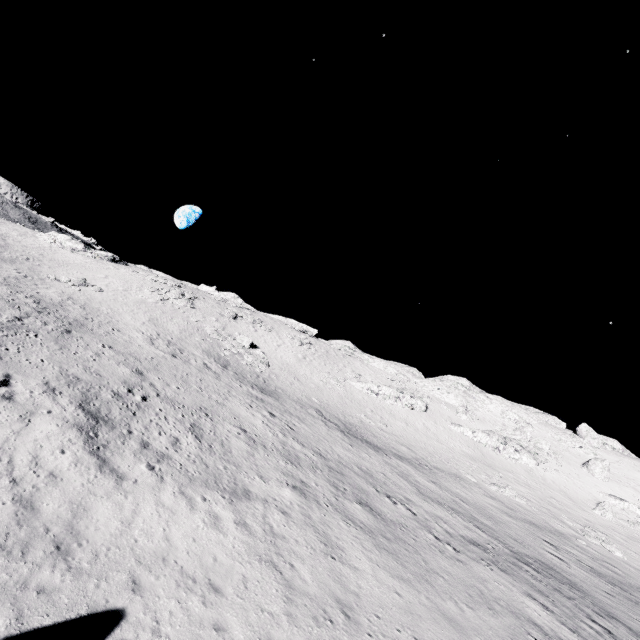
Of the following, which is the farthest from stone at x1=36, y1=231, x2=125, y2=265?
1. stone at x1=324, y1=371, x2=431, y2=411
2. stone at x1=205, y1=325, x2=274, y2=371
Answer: stone at x1=324, y1=371, x2=431, y2=411

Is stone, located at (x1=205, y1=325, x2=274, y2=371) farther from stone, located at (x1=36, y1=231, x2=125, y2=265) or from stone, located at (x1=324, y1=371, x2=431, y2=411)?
stone, located at (x1=36, y1=231, x2=125, y2=265)

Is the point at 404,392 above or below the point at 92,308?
above

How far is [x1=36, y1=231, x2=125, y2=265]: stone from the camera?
54.0m

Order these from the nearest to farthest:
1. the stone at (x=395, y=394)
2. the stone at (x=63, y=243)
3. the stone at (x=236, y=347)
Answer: the stone at (x=236, y=347), the stone at (x=395, y=394), the stone at (x=63, y=243)

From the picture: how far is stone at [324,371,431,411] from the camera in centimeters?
4888cm

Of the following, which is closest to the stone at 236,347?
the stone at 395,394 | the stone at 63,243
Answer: the stone at 395,394
